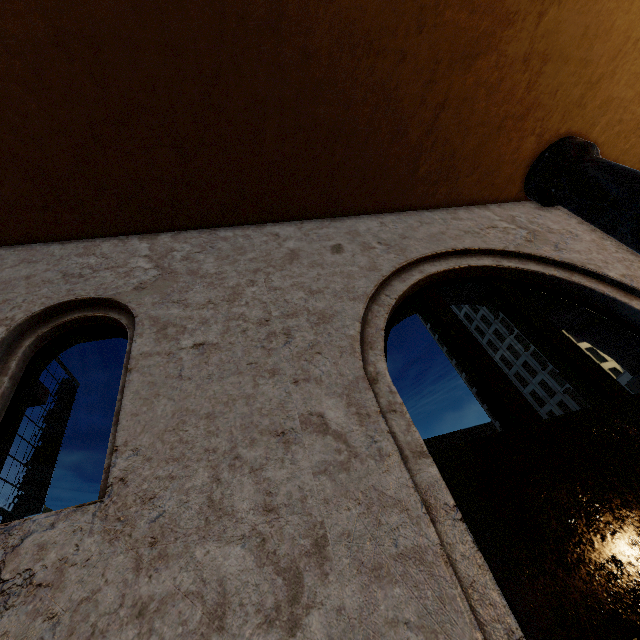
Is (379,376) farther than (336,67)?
No
